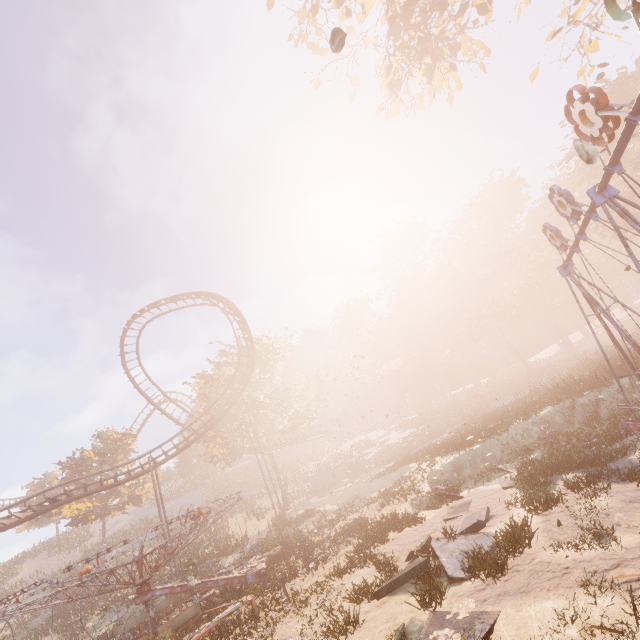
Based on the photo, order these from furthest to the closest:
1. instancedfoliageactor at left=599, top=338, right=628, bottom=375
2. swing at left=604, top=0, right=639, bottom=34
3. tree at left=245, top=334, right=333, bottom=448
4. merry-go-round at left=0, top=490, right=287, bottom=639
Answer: tree at left=245, top=334, right=333, bottom=448 → instancedfoliageactor at left=599, top=338, right=628, bottom=375 → merry-go-round at left=0, top=490, right=287, bottom=639 → swing at left=604, top=0, right=639, bottom=34

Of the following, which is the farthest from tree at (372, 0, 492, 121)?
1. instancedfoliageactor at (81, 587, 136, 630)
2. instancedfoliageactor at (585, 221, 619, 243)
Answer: instancedfoliageactor at (81, 587, 136, 630)

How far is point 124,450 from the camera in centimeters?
4178cm

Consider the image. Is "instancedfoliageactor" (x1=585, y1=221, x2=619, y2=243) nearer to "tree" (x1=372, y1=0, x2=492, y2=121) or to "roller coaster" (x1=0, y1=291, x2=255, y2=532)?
"roller coaster" (x1=0, y1=291, x2=255, y2=532)

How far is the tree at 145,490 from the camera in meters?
35.1

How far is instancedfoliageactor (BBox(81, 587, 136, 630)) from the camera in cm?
1907

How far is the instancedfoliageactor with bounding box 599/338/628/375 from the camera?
17.1 meters

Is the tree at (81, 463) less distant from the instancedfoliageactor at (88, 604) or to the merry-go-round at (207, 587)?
the merry-go-round at (207, 587)
